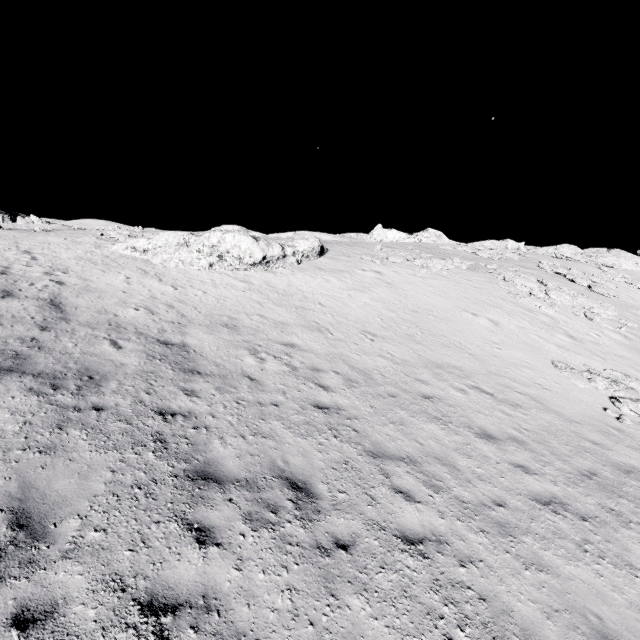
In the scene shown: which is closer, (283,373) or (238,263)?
(283,373)
